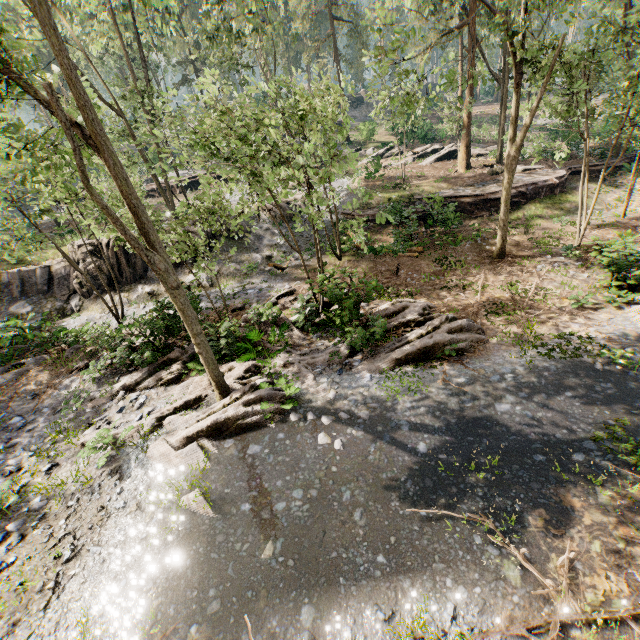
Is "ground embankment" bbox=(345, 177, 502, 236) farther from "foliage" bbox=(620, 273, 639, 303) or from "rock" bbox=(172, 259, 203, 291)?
"rock" bbox=(172, 259, 203, 291)

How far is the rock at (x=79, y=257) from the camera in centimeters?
1902cm

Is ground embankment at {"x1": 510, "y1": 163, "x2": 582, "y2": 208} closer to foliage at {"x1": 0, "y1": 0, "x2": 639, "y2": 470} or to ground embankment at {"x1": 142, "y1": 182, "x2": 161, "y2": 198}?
foliage at {"x1": 0, "y1": 0, "x2": 639, "y2": 470}

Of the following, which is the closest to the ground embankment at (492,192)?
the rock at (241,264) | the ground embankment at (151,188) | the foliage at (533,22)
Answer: the foliage at (533,22)

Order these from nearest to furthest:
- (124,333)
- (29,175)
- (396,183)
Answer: (29,175), (124,333), (396,183)

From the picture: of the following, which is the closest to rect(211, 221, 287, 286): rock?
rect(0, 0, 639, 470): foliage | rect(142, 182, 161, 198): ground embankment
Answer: rect(0, 0, 639, 470): foliage

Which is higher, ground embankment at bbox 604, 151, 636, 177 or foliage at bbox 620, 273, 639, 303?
ground embankment at bbox 604, 151, 636, 177

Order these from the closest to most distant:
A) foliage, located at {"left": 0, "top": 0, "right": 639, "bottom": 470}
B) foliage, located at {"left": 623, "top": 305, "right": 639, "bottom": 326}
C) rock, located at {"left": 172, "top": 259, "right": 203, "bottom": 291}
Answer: foliage, located at {"left": 0, "top": 0, "right": 639, "bottom": 470} < foliage, located at {"left": 623, "top": 305, "right": 639, "bottom": 326} < rock, located at {"left": 172, "top": 259, "right": 203, "bottom": 291}
